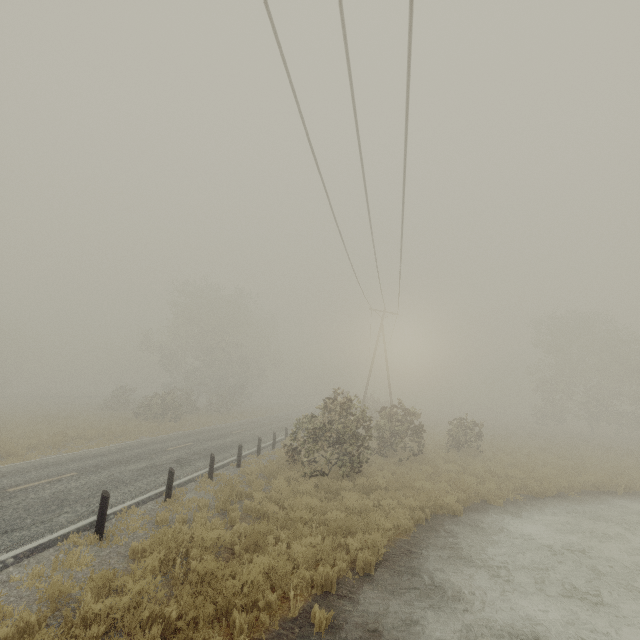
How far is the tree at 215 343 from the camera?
34.78m

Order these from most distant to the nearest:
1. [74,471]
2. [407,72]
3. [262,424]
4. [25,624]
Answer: [262,424] < [74,471] < [407,72] < [25,624]

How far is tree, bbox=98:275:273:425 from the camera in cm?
3478
